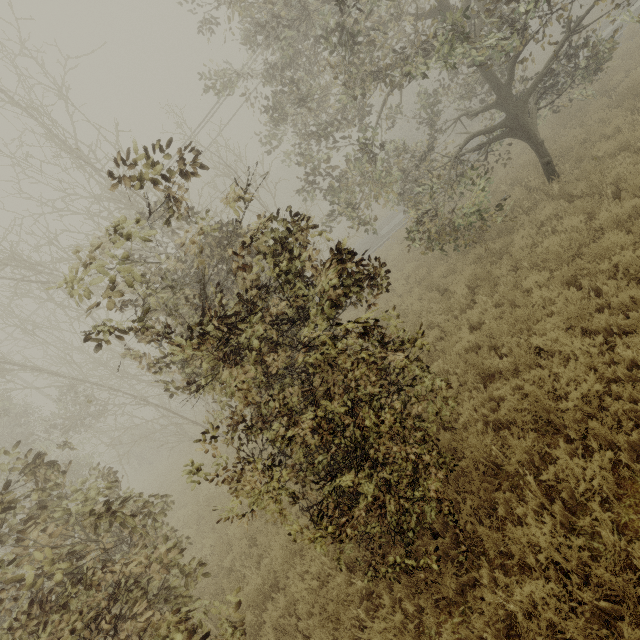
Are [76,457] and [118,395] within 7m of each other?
yes
